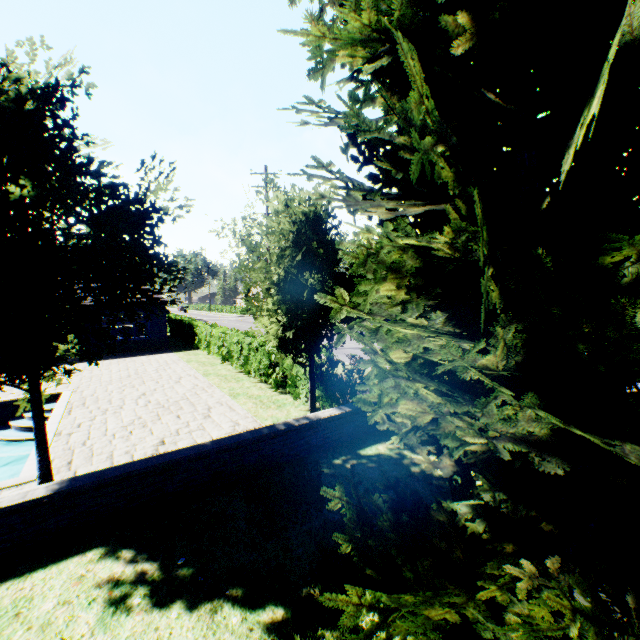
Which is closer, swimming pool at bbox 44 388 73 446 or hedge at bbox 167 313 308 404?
swimming pool at bbox 44 388 73 446

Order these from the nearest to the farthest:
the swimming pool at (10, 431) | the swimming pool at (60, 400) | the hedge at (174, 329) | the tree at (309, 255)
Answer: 1. the swimming pool at (10, 431)
2. the tree at (309, 255)
3. the swimming pool at (60, 400)
4. the hedge at (174, 329)

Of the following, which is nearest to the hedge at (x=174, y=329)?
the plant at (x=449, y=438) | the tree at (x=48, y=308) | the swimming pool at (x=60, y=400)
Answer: the swimming pool at (x=60, y=400)

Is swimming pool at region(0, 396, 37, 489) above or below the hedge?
below

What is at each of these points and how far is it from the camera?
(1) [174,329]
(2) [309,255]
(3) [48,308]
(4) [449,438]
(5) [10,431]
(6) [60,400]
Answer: (1) hedge, 29.6m
(2) tree, 7.8m
(3) tree, 5.1m
(4) plant, 1.9m
(5) swimming pool, 11.3m
(6) swimming pool, 11.6m

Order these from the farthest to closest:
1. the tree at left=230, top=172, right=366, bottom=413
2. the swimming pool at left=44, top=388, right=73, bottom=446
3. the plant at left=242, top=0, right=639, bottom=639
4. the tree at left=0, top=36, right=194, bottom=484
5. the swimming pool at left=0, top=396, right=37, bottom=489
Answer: the swimming pool at left=44, top=388, right=73, bottom=446 < the tree at left=230, top=172, right=366, bottom=413 < the swimming pool at left=0, top=396, right=37, bottom=489 < the tree at left=0, top=36, right=194, bottom=484 < the plant at left=242, top=0, right=639, bottom=639

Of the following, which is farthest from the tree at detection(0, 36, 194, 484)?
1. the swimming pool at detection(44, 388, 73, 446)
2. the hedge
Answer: the hedge

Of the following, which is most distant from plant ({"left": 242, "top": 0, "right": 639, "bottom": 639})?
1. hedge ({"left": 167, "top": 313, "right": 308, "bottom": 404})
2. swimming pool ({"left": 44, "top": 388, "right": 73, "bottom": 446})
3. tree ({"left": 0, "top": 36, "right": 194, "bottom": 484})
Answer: hedge ({"left": 167, "top": 313, "right": 308, "bottom": 404})
